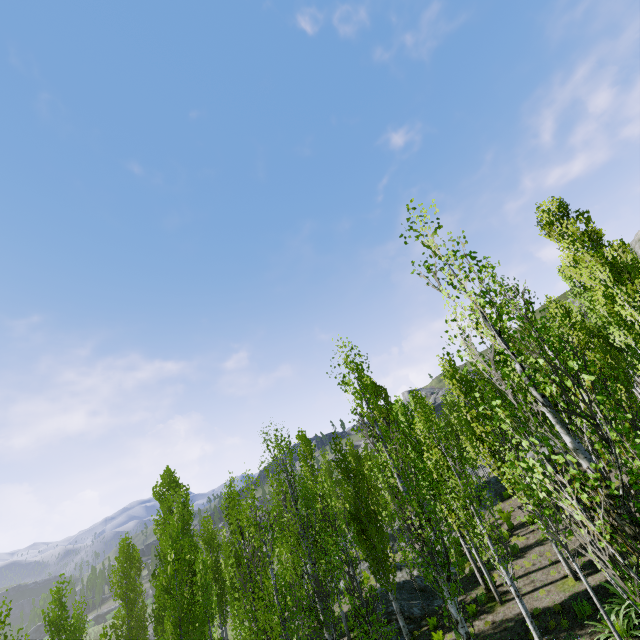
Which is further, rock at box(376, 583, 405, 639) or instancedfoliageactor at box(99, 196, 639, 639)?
rock at box(376, 583, 405, 639)

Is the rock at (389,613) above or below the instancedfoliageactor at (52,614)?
below

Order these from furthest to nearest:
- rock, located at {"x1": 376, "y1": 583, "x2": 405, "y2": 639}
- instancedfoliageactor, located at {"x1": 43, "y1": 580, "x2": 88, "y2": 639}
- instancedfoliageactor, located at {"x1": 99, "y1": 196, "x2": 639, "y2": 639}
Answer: instancedfoliageactor, located at {"x1": 43, "y1": 580, "x2": 88, "y2": 639} → rock, located at {"x1": 376, "y1": 583, "x2": 405, "y2": 639} → instancedfoliageactor, located at {"x1": 99, "y1": 196, "x2": 639, "y2": 639}

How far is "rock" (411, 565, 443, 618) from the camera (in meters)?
16.28

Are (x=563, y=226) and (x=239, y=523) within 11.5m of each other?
no

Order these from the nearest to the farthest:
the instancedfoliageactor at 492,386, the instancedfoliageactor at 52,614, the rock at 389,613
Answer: the instancedfoliageactor at 492,386 → the rock at 389,613 → the instancedfoliageactor at 52,614
